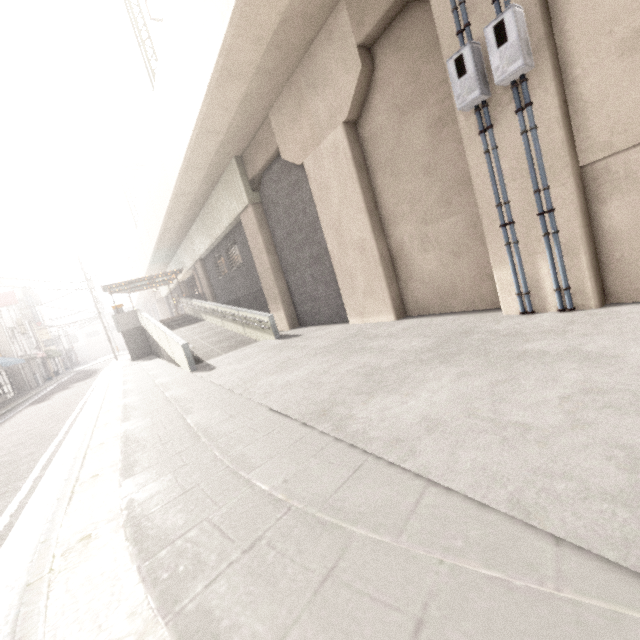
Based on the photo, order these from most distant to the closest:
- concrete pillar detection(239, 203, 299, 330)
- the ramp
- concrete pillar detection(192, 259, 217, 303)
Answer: concrete pillar detection(192, 259, 217, 303), concrete pillar detection(239, 203, 299, 330), the ramp

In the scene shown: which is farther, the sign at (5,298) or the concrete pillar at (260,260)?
the sign at (5,298)

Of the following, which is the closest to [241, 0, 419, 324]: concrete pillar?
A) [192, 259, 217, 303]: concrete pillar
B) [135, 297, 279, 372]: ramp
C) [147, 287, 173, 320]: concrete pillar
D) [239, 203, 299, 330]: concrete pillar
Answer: [239, 203, 299, 330]: concrete pillar

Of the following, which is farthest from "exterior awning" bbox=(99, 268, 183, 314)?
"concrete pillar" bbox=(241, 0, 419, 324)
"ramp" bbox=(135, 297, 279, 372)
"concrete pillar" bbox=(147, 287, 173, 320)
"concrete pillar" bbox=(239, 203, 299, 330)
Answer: "concrete pillar" bbox=(241, 0, 419, 324)

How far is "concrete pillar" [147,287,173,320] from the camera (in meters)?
38.25

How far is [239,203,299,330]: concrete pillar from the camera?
12.7m

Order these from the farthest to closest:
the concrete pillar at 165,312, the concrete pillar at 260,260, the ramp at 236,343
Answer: the concrete pillar at 165,312 → the concrete pillar at 260,260 → the ramp at 236,343

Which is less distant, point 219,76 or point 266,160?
point 219,76
